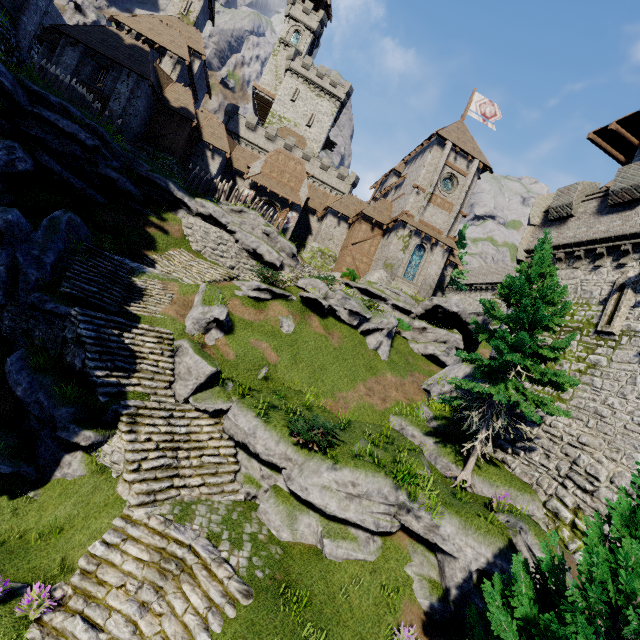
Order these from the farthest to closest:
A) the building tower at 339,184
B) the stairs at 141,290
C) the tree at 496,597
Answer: the building tower at 339,184 → the stairs at 141,290 → the tree at 496,597

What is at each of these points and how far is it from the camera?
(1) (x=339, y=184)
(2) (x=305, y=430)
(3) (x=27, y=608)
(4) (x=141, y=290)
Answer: (1) building tower, 49.97m
(2) bush, 11.17m
(3) instancedfoliageactor, 6.79m
(4) stairs, 16.39m

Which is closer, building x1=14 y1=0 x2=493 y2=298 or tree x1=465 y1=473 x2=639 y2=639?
tree x1=465 y1=473 x2=639 y2=639

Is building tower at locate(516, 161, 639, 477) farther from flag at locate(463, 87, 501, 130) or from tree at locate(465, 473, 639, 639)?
flag at locate(463, 87, 501, 130)

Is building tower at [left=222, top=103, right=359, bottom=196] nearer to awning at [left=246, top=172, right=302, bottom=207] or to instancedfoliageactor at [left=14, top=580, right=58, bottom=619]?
awning at [left=246, top=172, right=302, bottom=207]

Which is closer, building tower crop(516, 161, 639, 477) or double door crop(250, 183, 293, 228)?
building tower crop(516, 161, 639, 477)

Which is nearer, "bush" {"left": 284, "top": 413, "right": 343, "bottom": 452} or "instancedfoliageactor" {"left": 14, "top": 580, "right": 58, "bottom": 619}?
"instancedfoliageactor" {"left": 14, "top": 580, "right": 58, "bottom": 619}

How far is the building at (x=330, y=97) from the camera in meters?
52.0 m
